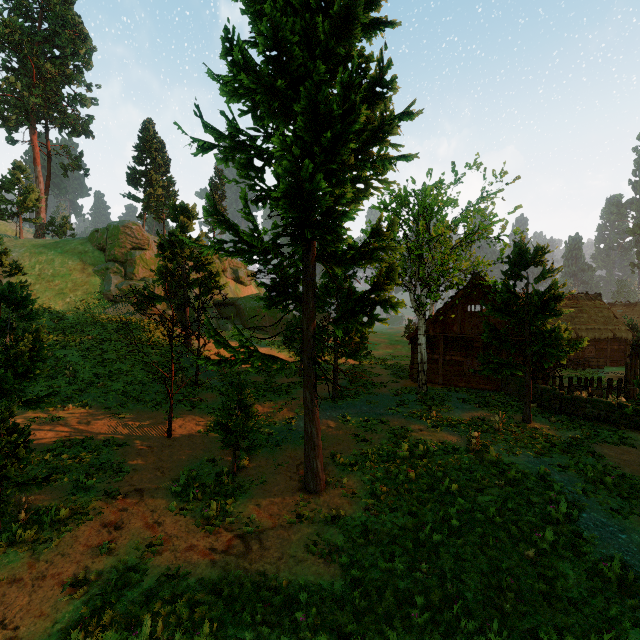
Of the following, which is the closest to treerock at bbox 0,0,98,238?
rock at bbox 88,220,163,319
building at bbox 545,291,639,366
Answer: building at bbox 545,291,639,366

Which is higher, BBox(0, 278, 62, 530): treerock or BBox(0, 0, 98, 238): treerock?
BBox(0, 0, 98, 238): treerock

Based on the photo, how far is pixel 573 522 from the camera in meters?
8.9 m

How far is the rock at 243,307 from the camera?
37.0 meters

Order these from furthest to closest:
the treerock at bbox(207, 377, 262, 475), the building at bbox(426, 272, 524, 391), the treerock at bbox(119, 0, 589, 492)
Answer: the building at bbox(426, 272, 524, 391) → the treerock at bbox(207, 377, 262, 475) → the treerock at bbox(119, 0, 589, 492)

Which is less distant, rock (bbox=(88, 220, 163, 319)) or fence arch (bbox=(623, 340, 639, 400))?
fence arch (bbox=(623, 340, 639, 400))

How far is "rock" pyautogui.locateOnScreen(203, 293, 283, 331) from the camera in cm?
3697

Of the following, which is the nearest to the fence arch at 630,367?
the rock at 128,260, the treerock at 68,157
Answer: the treerock at 68,157
